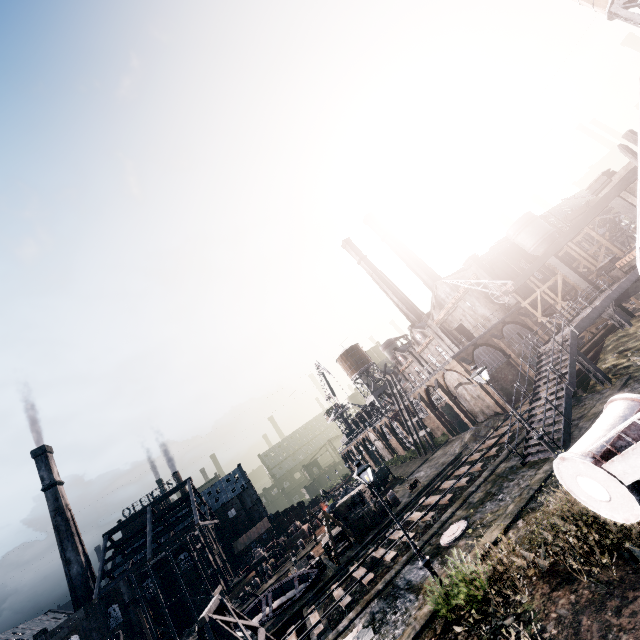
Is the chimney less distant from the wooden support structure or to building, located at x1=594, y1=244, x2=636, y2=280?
the wooden support structure

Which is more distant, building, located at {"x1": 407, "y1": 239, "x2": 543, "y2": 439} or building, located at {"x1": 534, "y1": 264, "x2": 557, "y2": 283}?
building, located at {"x1": 534, "y1": 264, "x2": 557, "y2": 283}

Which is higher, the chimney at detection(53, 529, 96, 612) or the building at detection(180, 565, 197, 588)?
the chimney at detection(53, 529, 96, 612)

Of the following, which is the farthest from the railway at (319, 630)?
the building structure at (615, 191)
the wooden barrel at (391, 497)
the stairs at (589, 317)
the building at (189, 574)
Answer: the building at (189, 574)

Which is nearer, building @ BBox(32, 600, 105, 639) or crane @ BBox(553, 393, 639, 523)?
crane @ BBox(553, 393, 639, 523)

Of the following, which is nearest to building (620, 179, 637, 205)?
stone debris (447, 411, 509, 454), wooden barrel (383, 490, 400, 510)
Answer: stone debris (447, 411, 509, 454)

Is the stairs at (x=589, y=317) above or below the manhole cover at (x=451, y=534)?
above

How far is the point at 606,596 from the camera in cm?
780
